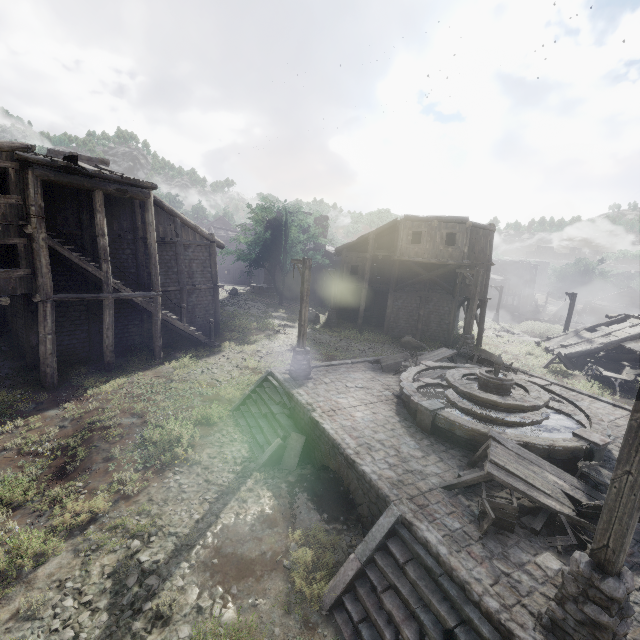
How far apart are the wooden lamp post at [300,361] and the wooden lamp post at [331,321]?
13.4m

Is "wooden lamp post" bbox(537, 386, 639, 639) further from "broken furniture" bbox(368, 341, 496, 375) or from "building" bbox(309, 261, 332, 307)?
"broken furniture" bbox(368, 341, 496, 375)

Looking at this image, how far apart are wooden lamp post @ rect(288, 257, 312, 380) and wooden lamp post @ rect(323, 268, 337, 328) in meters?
13.4 m

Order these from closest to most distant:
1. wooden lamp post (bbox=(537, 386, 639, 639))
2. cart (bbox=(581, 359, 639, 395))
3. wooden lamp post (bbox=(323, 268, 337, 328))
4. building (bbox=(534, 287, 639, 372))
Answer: wooden lamp post (bbox=(537, 386, 639, 639))
cart (bbox=(581, 359, 639, 395))
building (bbox=(534, 287, 639, 372))
wooden lamp post (bbox=(323, 268, 337, 328))

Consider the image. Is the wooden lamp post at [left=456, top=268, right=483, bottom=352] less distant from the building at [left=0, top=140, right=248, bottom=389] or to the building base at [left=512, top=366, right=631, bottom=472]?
the building base at [left=512, top=366, right=631, bottom=472]

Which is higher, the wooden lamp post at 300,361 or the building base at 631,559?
the wooden lamp post at 300,361

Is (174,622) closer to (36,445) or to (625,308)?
(36,445)

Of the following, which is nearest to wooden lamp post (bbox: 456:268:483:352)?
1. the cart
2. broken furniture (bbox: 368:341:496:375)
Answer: broken furniture (bbox: 368:341:496:375)
